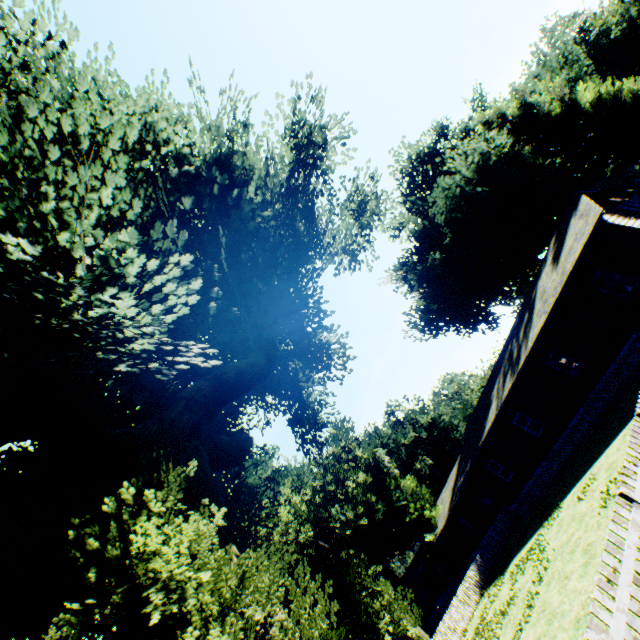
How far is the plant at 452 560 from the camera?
34.4 meters

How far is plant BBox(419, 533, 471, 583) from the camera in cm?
3441

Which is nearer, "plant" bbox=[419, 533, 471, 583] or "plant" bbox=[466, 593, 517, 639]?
"plant" bbox=[466, 593, 517, 639]

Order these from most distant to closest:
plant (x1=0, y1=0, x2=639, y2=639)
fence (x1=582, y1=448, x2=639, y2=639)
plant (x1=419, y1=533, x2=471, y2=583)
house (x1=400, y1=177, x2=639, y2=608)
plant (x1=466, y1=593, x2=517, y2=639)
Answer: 1. plant (x1=419, y1=533, x2=471, y2=583)
2. house (x1=400, y1=177, x2=639, y2=608)
3. plant (x1=466, y1=593, x2=517, y2=639)
4. plant (x1=0, y1=0, x2=639, y2=639)
5. fence (x1=582, y1=448, x2=639, y2=639)

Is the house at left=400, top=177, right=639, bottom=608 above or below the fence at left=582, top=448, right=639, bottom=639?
above

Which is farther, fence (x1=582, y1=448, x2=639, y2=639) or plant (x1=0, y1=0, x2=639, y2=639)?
plant (x1=0, y1=0, x2=639, y2=639)

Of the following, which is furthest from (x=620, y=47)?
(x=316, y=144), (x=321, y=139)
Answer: (x=316, y=144)

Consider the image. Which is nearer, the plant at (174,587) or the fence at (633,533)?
the fence at (633,533)
